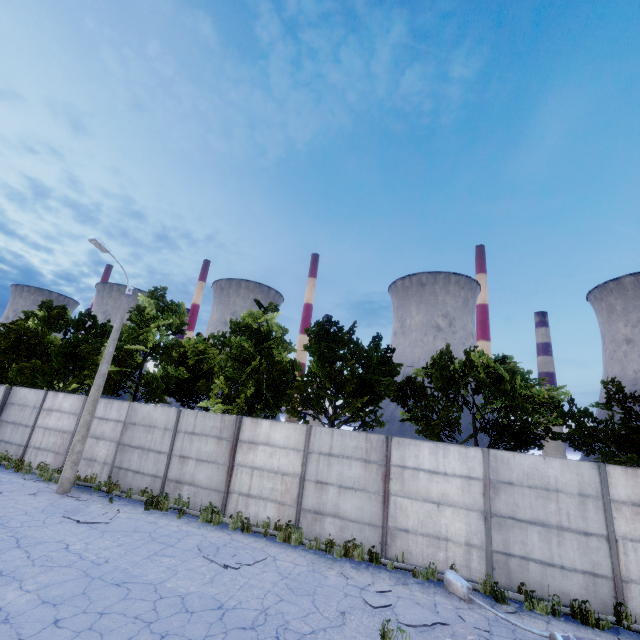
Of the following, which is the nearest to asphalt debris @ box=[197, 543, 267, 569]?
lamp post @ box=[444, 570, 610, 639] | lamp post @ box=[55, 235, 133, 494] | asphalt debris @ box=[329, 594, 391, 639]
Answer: asphalt debris @ box=[329, 594, 391, 639]

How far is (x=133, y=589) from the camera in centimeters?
687cm

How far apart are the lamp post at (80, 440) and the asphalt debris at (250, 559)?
7.1m

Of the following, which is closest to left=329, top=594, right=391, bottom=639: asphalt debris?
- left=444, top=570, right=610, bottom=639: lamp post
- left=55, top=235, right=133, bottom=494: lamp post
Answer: left=444, top=570, right=610, bottom=639: lamp post

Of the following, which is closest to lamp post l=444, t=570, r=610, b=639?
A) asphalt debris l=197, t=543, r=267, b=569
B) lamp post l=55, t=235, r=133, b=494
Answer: asphalt debris l=197, t=543, r=267, b=569

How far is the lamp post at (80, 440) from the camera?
12.8 meters
